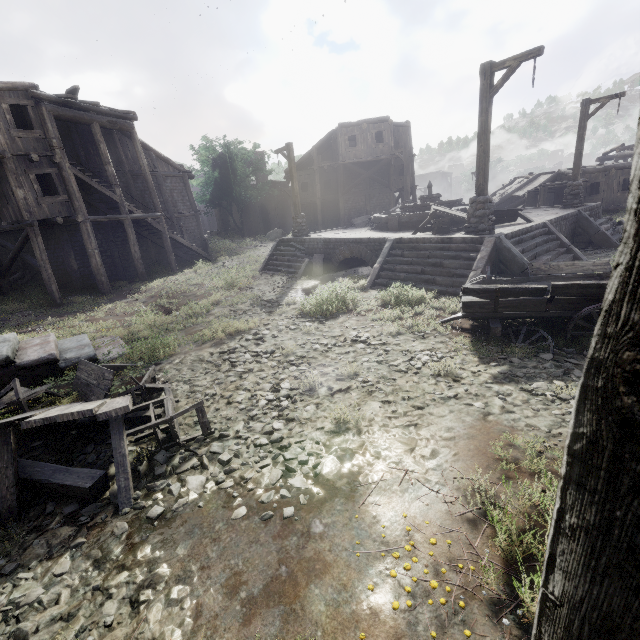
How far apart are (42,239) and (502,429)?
23.9 meters

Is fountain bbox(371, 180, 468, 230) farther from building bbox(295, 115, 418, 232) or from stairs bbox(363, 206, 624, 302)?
building bbox(295, 115, 418, 232)

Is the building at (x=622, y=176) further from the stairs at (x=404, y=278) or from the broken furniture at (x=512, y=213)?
the broken furniture at (x=512, y=213)

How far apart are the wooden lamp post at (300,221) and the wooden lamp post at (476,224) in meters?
9.1

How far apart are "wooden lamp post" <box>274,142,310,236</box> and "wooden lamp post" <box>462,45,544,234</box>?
9.1m

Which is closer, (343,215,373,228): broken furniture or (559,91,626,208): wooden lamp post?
(559,91,626,208): wooden lamp post

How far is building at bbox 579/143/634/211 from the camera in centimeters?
2428cm

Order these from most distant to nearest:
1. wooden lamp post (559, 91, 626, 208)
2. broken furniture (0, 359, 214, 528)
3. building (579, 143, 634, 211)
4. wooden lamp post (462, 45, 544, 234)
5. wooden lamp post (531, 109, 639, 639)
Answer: building (579, 143, 634, 211) → wooden lamp post (559, 91, 626, 208) → wooden lamp post (462, 45, 544, 234) → broken furniture (0, 359, 214, 528) → wooden lamp post (531, 109, 639, 639)
